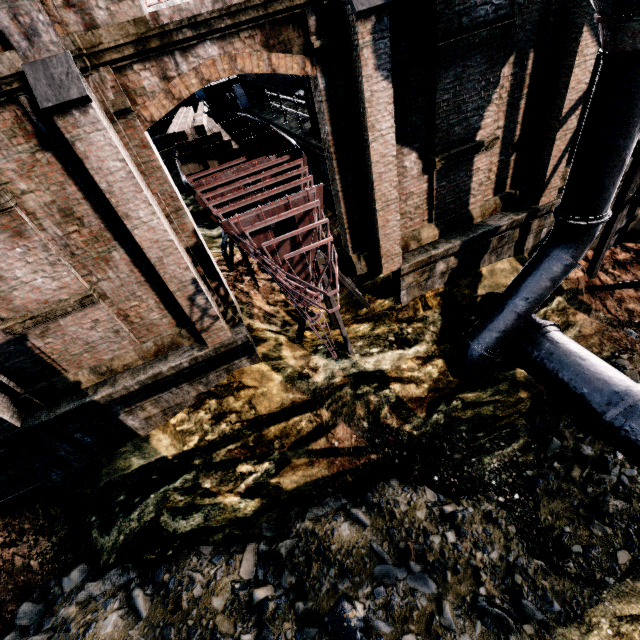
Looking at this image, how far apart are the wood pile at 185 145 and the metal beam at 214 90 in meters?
1.9

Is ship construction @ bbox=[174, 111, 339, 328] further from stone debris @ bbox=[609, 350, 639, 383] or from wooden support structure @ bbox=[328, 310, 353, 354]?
stone debris @ bbox=[609, 350, 639, 383]

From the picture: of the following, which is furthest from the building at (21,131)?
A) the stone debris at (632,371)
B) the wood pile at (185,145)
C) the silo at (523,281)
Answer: the stone debris at (632,371)

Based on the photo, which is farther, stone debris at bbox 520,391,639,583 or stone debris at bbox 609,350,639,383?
stone debris at bbox 609,350,639,383

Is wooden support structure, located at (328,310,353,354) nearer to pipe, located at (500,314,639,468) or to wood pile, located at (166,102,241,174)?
wood pile, located at (166,102,241,174)

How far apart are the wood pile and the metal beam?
1.92m

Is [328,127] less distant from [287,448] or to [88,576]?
[287,448]

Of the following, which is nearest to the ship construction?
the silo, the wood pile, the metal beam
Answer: the wood pile
